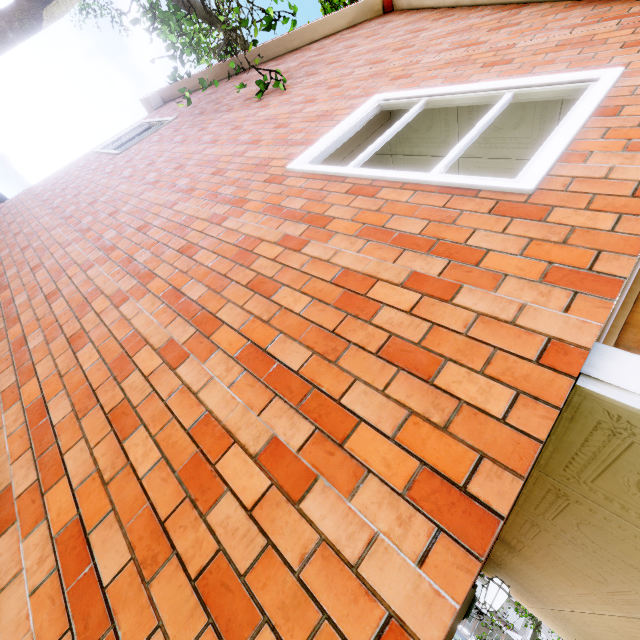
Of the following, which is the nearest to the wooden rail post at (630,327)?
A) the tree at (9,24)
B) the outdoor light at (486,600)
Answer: the outdoor light at (486,600)

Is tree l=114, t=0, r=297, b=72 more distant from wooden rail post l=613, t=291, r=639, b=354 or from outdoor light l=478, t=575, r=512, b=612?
outdoor light l=478, t=575, r=512, b=612

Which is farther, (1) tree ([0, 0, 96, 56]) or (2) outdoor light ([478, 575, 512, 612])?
(1) tree ([0, 0, 96, 56])

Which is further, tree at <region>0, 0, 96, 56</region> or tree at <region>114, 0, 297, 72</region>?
tree at <region>0, 0, 96, 56</region>

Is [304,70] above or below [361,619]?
above

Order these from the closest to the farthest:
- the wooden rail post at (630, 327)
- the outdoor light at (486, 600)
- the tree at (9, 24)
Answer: the wooden rail post at (630, 327) → the outdoor light at (486, 600) → the tree at (9, 24)

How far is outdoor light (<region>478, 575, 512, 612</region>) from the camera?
3.5m

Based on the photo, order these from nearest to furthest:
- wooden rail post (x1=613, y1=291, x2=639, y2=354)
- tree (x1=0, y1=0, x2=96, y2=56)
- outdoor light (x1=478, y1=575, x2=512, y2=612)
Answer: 1. wooden rail post (x1=613, y1=291, x2=639, y2=354)
2. outdoor light (x1=478, y1=575, x2=512, y2=612)
3. tree (x1=0, y1=0, x2=96, y2=56)
